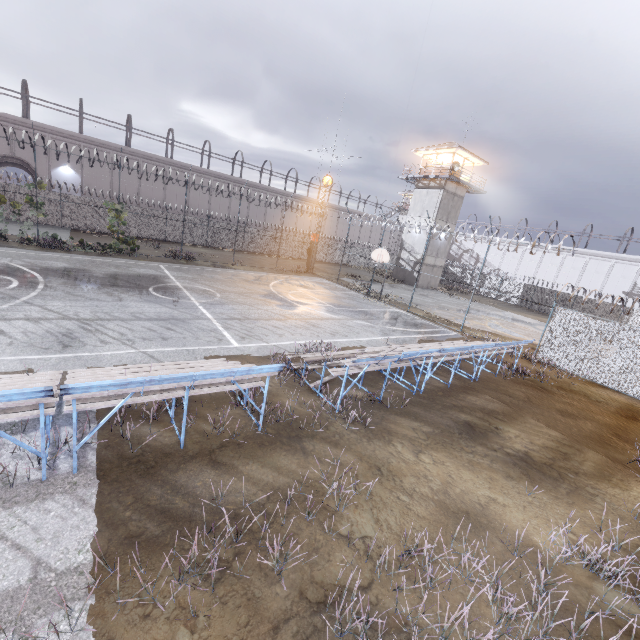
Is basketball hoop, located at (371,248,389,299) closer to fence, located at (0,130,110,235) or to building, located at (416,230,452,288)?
fence, located at (0,130,110,235)

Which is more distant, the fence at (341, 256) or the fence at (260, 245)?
the fence at (260, 245)

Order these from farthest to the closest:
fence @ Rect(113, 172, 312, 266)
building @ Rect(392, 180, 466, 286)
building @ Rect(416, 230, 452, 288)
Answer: building @ Rect(416, 230, 452, 288), building @ Rect(392, 180, 466, 286), fence @ Rect(113, 172, 312, 266)

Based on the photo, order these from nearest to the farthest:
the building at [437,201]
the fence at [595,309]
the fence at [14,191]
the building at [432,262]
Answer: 1. the fence at [595,309]
2. the fence at [14,191]
3. the building at [437,201]
4. the building at [432,262]

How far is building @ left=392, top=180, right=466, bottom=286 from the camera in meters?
34.9

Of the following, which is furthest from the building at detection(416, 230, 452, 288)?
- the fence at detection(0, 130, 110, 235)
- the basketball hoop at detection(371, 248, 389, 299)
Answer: the basketball hoop at detection(371, 248, 389, 299)

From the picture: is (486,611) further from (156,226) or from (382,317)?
(156,226)
